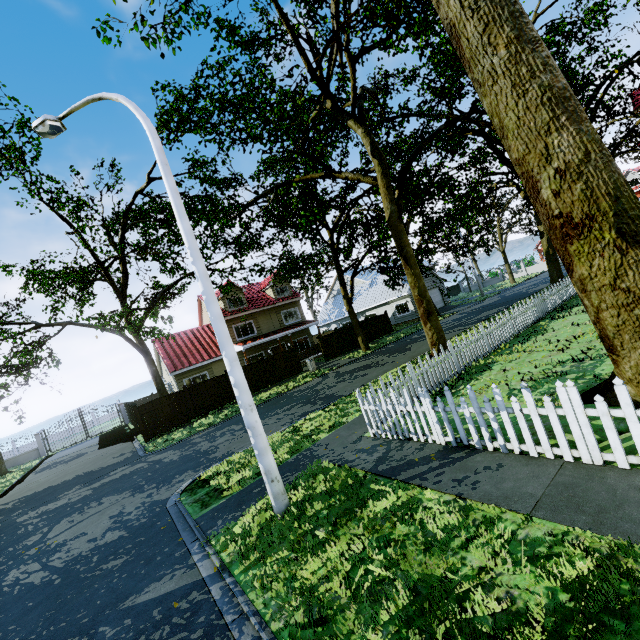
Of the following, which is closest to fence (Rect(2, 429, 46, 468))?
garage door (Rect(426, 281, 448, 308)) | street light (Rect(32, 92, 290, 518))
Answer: street light (Rect(32, 92, 290, 518))

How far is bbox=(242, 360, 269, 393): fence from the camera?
22.8m

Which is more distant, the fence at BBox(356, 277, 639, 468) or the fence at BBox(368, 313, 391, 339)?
the fence at BBox(368, 313, 391, 339)

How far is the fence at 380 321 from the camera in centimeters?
3028cm

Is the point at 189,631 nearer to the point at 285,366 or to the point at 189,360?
the point at 285,366

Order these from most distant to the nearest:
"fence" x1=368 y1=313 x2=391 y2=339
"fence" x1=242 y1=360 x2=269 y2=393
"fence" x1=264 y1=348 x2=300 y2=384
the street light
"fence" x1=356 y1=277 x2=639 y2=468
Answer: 1. "fence" x1=368 y1=313 x2=391 y2=339
2. "fence" x1=264 y1=348 x2=300 y2=384
3. "fence" x1=242 y1=360 x2=269 y2=393
4. the street light
5. "fence" x1=356 y1=277 x2=639 y2=468

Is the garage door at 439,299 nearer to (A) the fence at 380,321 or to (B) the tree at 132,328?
(B) the tree at 132,328

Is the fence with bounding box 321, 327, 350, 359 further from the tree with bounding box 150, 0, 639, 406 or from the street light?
the street light
